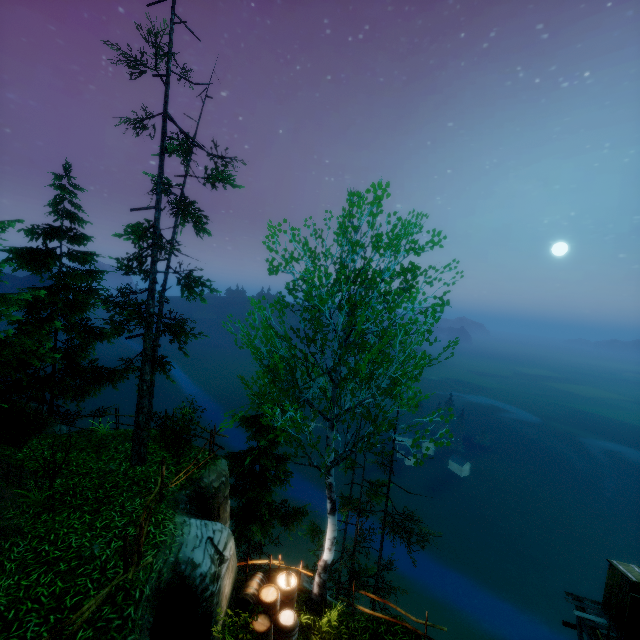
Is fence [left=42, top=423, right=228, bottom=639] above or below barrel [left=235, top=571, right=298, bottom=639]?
above

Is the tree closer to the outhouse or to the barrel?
the barrel

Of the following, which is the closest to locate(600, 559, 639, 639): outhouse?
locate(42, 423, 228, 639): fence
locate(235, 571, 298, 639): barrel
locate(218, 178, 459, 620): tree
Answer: locate(218, 178, 459, 620): tree

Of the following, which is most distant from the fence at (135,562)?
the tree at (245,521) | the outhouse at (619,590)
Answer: the outhouse at (619,590)

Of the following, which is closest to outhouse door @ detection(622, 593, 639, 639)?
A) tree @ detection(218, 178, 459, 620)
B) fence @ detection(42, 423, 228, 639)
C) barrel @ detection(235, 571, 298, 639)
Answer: tree @ detection(218, 178, 459, 620)

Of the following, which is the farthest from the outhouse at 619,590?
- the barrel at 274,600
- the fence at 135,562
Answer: the fence at 135,562

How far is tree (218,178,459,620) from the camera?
8.2 meters

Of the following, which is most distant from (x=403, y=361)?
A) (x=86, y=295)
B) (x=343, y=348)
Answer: (x=86, y=295)
